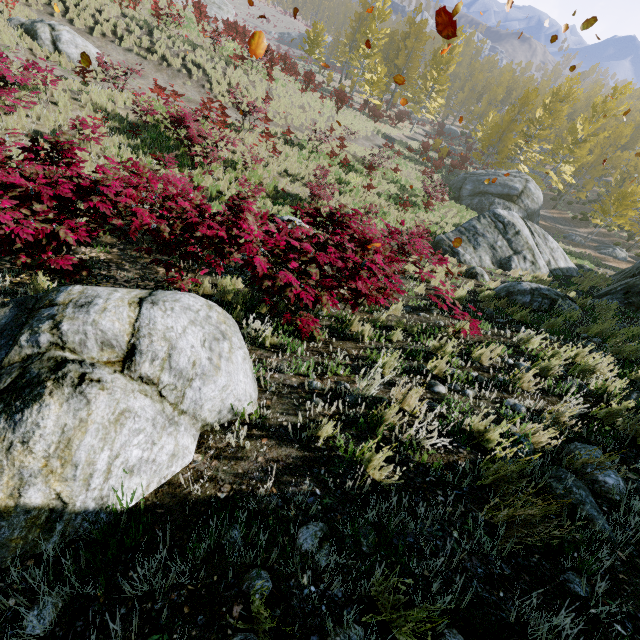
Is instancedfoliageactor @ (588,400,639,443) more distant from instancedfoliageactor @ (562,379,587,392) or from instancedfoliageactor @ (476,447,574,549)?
instancedfoliageactor @ (562,379,587,392)

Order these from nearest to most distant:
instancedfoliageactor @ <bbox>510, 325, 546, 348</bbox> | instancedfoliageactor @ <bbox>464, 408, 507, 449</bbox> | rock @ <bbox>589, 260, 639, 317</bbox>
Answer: instancedfoliageactor @ <bbox>464, 408, 507, 449</bbox>, instancedfoliageactor @ <bbox>510, 325, 546, 348</bbox>, rock @ <bbox>589, 260, 639, 317</bbox>

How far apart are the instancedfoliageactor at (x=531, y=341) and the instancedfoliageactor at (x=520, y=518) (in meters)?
3.68

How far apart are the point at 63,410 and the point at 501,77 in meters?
67.0 m

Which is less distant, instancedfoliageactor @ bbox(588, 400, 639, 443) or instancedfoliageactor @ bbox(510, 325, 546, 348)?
instancedfoliageactor @ bbox(588, 400, 639, 443)

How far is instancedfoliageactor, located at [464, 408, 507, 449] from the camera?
2.65m

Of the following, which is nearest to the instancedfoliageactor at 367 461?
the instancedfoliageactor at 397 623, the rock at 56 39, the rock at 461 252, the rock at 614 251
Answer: the rock at 461 252

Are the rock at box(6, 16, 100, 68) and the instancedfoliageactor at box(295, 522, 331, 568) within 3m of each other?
no
